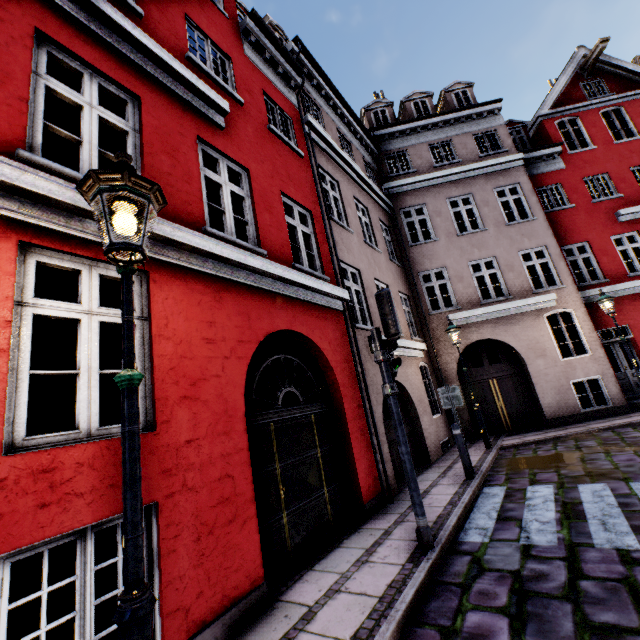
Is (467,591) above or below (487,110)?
below

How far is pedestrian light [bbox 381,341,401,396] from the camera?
4.6 meters

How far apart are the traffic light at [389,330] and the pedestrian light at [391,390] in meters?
0.1

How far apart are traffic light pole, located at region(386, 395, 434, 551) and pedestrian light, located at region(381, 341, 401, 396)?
0.03m

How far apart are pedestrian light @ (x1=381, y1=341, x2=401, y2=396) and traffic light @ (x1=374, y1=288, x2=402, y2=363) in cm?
6

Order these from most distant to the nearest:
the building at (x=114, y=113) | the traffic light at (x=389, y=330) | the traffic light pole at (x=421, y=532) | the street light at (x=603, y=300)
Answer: the street light at (x=603, y=300)
the traffic light at (x=389, y=330)
the traffic light pole at (x=421, y=532)
the building at (x=114, y=113)

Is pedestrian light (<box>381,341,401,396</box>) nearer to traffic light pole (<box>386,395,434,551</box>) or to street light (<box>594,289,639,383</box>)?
traffic light pole (<box>386,395,434,551</box>)

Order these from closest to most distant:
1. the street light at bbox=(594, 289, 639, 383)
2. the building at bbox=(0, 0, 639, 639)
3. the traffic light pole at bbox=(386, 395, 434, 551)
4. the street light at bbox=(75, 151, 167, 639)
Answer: the street light at bbox=(75, 151, 167, 639) < the building at bbox=(0, 0, 639, 639) < the traffic light pole at bbox=(386, 395, 434, 551) < the street light at bbox=(594, 289, 639, 383)
